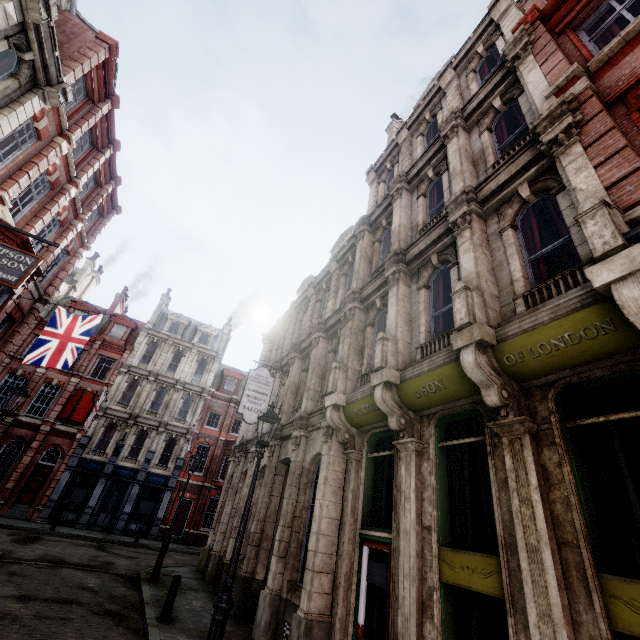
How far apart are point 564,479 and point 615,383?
1.5 meters

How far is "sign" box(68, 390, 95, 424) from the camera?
25.61m

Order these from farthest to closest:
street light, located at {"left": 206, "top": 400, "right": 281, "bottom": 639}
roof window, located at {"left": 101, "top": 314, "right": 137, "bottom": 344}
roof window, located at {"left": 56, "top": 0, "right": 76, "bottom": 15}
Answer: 1. roof window, located at {"left": 101, "top": 314, "right": 137, "bottom": 344}
2. roof window, located at {"left": 56, "top": 0, "right": 76, "bottom": 15}
3. street light, located at {"left": 206, "top": 400, "right": 281, "bottom": 639}

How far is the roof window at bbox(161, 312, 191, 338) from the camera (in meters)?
33.69

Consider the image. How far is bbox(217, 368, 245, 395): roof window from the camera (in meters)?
33.69

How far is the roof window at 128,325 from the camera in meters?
30.8

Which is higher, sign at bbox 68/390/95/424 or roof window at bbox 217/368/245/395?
roof window at bbox 217/368/245/395

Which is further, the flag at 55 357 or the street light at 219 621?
the flag at 55 357
